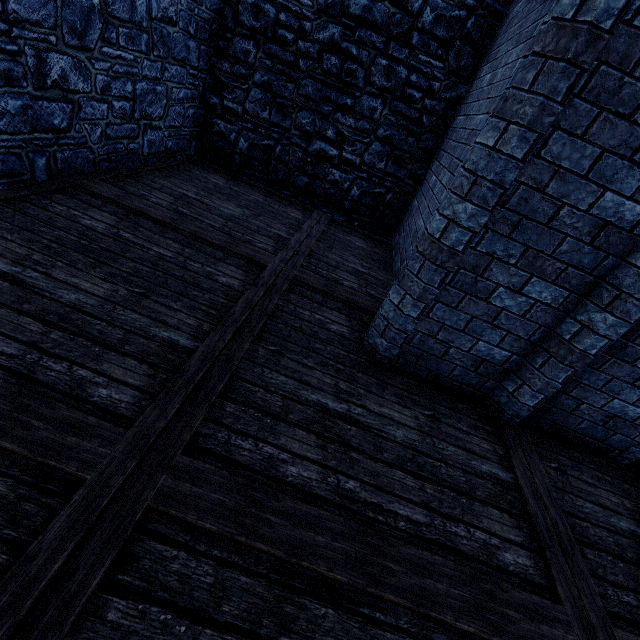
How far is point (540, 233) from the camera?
2.55m
